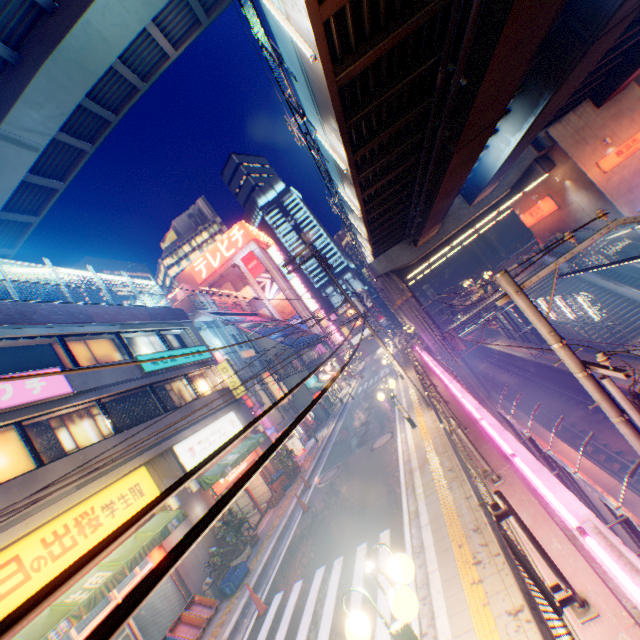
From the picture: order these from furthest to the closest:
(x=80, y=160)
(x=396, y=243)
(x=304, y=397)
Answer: (x=304, y=397)
(x=396, y=243)
(x=80, y=160)

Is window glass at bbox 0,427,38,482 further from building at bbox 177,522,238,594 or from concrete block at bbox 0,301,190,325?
concrete block at bbox 0,301,190,325

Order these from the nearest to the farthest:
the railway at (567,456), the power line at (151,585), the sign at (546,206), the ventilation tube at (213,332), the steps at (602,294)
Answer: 1. the power line at (151,585)
2. the railway at (567,456)
3. the steps at (602,294)
4. the ventilation tube at (213,332)
5. the sign at (546,206)

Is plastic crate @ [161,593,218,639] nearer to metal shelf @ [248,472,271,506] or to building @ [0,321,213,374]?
building @ [0,321,213,374]

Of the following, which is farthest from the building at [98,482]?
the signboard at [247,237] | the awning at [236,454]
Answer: the signboard at [247,237]

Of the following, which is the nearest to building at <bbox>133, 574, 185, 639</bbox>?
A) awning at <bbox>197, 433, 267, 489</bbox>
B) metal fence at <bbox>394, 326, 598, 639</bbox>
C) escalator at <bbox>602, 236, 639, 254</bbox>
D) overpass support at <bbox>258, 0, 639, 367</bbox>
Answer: awning at <bbox>197, 433, 267, 489</bbox>

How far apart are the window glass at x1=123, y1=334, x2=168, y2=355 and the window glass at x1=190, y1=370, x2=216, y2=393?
1.3m

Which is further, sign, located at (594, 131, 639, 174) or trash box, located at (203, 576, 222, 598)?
sign, located at (594, 131, 639, 174)
